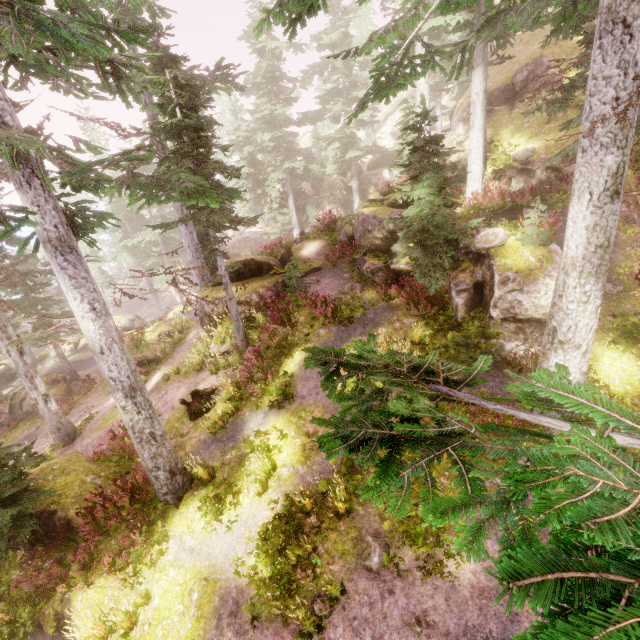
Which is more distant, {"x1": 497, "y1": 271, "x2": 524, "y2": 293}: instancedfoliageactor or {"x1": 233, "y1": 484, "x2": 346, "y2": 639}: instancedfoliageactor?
{"x1": 497, "y1": 271, "x2": 524, "y2": 293}: instancedfoliageactor

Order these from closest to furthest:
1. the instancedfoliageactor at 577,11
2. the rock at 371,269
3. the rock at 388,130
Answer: the instancedfoliageactor at 577,11, the rock at 371,269, the rock at 388,130

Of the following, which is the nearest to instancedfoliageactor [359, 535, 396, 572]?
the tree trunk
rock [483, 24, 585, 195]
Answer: rock [483, 24, 585, 195]

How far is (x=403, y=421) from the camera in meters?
2.2

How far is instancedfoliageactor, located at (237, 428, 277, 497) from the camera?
8.7 meters

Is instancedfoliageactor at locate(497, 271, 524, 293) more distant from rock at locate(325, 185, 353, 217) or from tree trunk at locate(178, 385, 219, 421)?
tree trunk at locate(178, 385, 219, 421)

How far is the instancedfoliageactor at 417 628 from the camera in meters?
5.7
